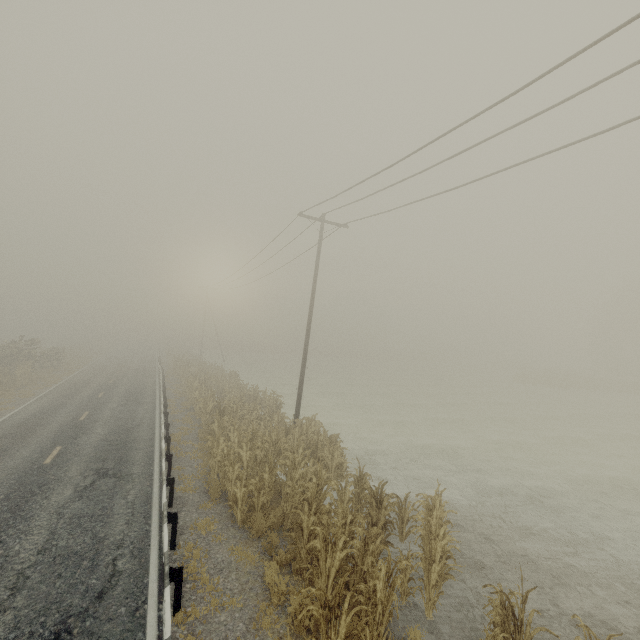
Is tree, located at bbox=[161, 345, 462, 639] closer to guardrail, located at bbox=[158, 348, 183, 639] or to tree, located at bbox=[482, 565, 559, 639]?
tree, located at bbox=[482, 565, 559, 639]

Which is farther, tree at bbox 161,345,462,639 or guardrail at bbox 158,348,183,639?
tree at bbox 161,345,462,639

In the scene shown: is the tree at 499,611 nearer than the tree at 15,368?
Yes

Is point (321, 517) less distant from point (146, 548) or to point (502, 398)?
point (146, 548)

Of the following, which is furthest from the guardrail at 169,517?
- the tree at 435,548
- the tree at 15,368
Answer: the tree at 15,368

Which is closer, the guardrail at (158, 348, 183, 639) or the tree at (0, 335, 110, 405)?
the guardrail at (158, 348, 183, 639)

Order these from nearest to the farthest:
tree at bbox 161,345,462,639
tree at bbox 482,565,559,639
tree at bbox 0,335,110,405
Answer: tree at bbox 482,565,559,639 < tree at bbox 161,345,462,639 < tree at bbox 0,335,110,405

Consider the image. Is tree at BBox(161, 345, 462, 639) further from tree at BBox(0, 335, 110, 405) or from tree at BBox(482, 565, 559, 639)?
tree at BBox(0, 335, 110, 405)
